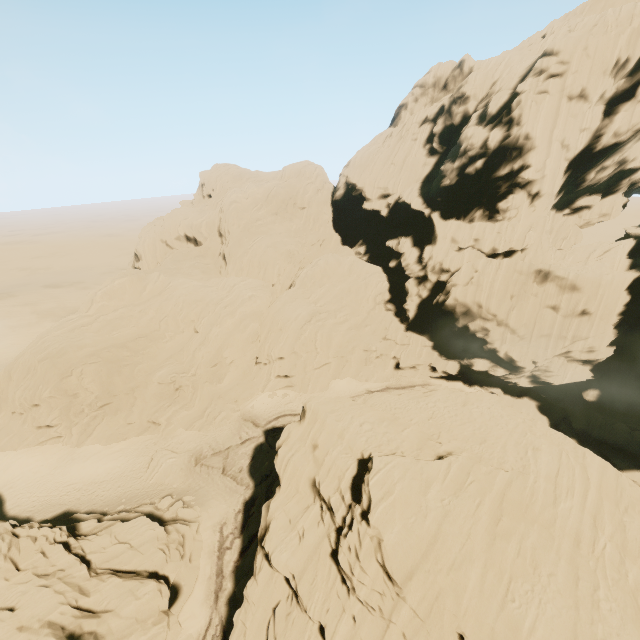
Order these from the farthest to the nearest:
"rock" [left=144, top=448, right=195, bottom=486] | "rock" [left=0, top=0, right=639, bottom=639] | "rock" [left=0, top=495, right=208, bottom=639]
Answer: "rock" [left=144, top=448, right=195, bottom=486], "rock" [left=0, top=0, right=639, bottom=639], "rock" [left=0, top=495, right=208, bottom=639]

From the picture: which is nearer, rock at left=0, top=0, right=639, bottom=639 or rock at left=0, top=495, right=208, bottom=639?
rock at left=0, top=495, right=208, bottom=639

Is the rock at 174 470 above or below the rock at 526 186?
below

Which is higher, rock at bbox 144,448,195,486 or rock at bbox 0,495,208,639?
rock at bbox 0,495,208,639

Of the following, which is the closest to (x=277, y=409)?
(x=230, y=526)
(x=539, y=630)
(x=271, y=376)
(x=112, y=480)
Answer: (x=271, y=376)

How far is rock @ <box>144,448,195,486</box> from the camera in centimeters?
3181cm
